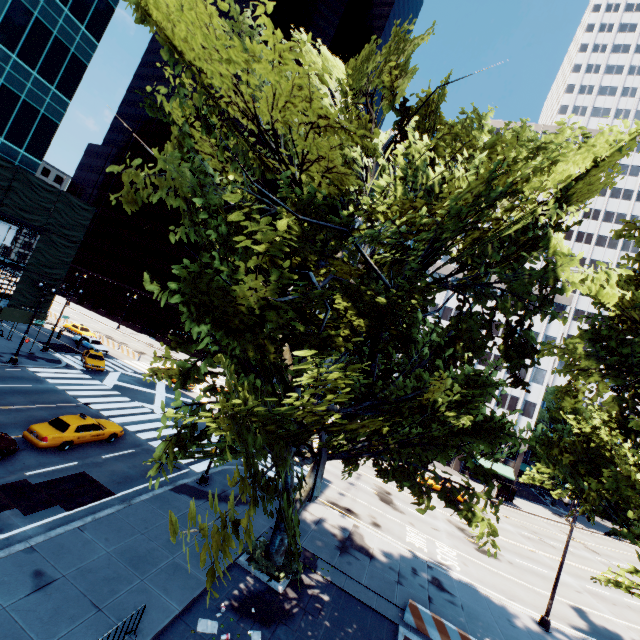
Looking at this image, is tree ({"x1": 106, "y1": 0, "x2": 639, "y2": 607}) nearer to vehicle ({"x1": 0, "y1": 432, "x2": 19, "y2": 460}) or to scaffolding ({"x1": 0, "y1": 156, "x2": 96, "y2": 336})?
vehicle ({"x1": 0, "y1": 432, "x2": 19, "y2": 460})

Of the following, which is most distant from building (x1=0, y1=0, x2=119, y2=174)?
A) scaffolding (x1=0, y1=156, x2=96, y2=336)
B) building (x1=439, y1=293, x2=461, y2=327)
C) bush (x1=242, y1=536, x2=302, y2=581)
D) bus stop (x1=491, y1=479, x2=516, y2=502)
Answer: bus stop (x1=491, y1=479, x2=516, y2=502)

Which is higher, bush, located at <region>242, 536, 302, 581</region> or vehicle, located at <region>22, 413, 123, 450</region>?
vehicle, located at <region>22, 413, 123, 450</region>

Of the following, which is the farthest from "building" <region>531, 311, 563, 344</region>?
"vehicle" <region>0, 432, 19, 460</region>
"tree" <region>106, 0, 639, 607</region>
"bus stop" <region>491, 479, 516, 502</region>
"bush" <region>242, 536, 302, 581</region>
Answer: "vehicle" <region>0, 432, 19, 460</region>

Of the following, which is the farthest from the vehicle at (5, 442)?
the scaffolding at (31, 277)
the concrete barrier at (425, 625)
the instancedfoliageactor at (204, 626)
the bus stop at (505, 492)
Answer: the bus stop at (505, 492)

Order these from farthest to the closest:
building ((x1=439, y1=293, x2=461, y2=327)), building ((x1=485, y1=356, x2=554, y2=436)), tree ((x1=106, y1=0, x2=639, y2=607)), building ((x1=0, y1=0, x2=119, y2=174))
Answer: building ((x1=439, y1=293, x2=461, y2=327))
building ((x1=485, y1=356, x2=554, y2=436))
building ((x1=0, y1=0, x2=119, y2=174))
tree ((x1=106, y1=0, x2=639, y2=607))

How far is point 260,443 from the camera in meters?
6.0 m

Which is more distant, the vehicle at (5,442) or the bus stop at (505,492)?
the bus stop at (505,492)
